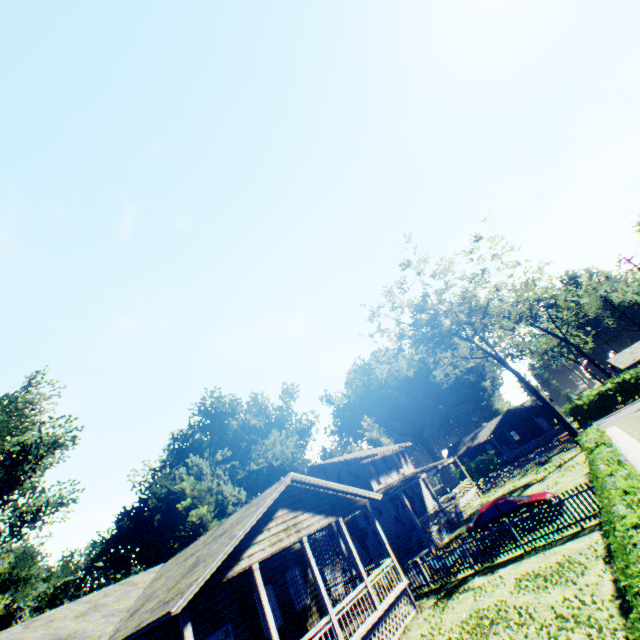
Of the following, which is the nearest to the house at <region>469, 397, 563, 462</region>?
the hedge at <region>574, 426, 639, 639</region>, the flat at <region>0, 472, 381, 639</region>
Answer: the hedge at <region>574, 426, 639, 639</region>

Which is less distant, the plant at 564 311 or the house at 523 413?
the house at 523 413

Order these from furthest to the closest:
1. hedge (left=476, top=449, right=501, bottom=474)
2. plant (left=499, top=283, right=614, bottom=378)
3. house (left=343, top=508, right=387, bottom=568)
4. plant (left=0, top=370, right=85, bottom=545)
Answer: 1. plant (left=499, top=283, right=614, bottom=378)
2. hedge (left=476, top=449, right=501, bottom=474)
3. plant (left=0, top=370, right=85, bottom=545)
4. house (left=343, top=508, right=387, bottom=568)

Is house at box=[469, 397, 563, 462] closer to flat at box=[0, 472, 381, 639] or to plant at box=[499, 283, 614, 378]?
plant at box=[499, 283, 614, 378]

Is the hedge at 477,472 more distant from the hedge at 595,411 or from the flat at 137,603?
the flat at 137,603

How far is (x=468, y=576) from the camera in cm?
1446

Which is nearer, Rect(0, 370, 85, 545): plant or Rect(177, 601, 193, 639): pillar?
Rect(177, 601, 193, 639): pillar

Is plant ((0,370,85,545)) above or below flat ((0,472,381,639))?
above
